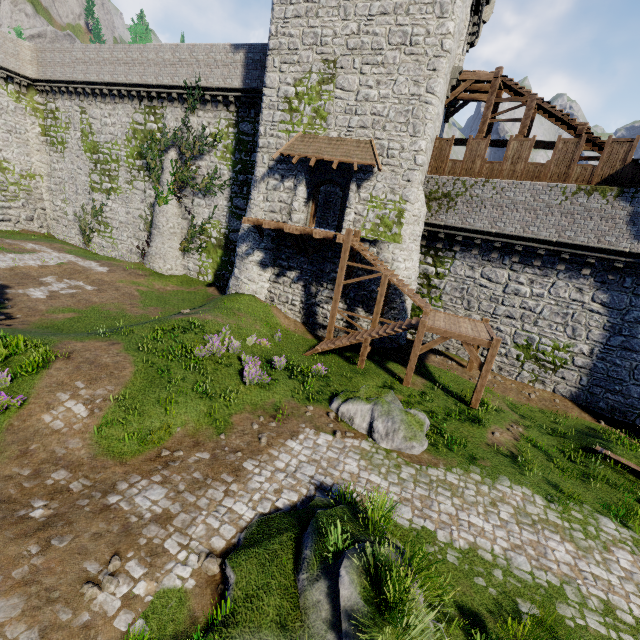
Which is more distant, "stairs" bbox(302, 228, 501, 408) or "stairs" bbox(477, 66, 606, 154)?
"stairs" bbox(477, 66, 606, 154)

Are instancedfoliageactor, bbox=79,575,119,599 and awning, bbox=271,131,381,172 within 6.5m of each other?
no

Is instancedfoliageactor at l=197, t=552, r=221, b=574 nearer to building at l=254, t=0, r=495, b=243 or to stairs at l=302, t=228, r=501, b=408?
stairs at l=302, t=228, r=501, b=408

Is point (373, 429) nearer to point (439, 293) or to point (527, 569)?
point (527, 569)

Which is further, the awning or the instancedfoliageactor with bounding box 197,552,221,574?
the awning

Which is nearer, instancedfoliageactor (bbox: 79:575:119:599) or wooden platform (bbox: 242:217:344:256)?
instancedfoliageactor (bbox: 79:575:119:599)

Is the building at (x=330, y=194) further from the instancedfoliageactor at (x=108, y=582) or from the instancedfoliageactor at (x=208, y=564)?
the instancedfoliageactor at (x=108, y=582)

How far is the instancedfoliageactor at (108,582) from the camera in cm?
533
